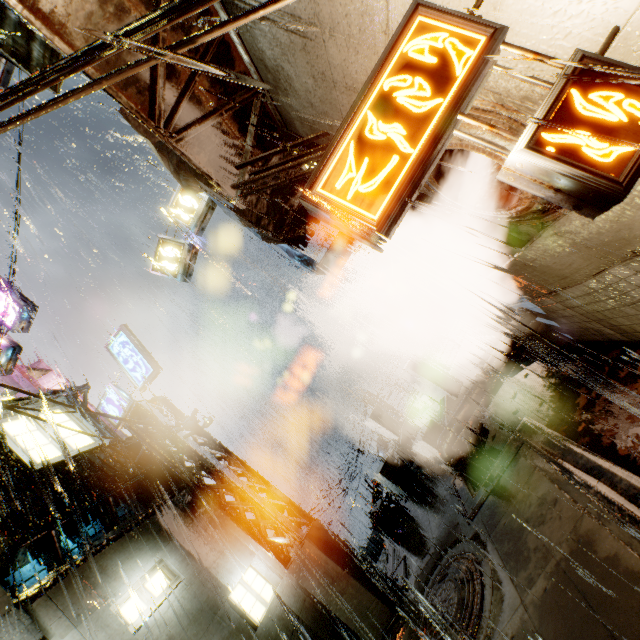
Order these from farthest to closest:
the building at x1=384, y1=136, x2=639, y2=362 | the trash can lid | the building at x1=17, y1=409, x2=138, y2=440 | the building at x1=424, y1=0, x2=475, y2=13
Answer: the building at x1=17, y1=409, x2=138, y2=440 → the trash can lid → the building at x1=384, y1=136, x2=639, y2=362 → the building at x1=424, y1=0, x2=475, y2=13

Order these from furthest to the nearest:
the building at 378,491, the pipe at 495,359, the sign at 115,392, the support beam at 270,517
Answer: the building at 378,491
the sign at 115,392
the support beam at 270,517
the pipe at 495,359

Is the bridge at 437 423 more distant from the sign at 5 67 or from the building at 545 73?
the sign at 5 67

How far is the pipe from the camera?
8.6m

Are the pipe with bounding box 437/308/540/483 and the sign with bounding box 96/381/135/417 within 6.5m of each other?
no

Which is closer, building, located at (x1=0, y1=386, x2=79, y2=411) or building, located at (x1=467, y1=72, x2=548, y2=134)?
building, located at (x1=467, y1=72, x2=548, y2=134)

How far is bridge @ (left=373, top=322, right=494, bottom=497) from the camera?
10.52m

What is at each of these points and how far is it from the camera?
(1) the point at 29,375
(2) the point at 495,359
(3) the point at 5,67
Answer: (1) building, 14.5 meters
(2) pipe, 8.7 meters
(3) sign, 12.9 meters
